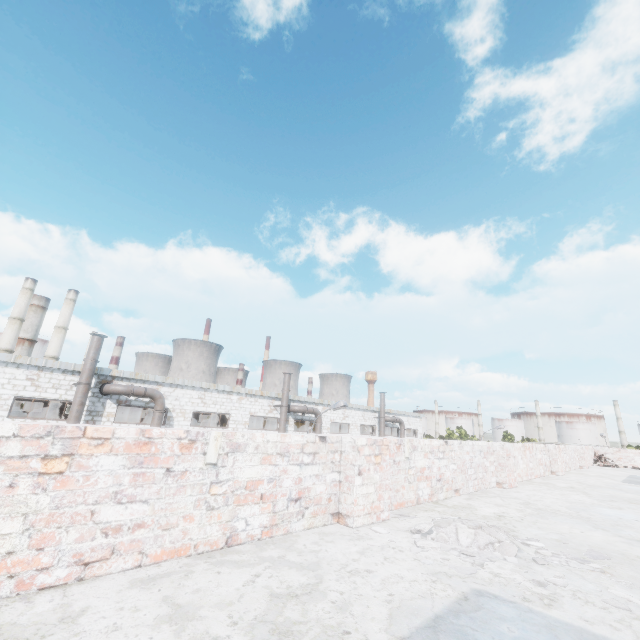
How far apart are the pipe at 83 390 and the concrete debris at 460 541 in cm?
1880

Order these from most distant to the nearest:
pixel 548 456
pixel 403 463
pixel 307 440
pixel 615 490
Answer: pixel 548 456 < pixel 615 490 < pixel 403 463 < pixel 307 440

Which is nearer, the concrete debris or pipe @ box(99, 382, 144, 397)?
the concrete debris

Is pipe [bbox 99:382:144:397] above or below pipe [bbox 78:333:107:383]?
below

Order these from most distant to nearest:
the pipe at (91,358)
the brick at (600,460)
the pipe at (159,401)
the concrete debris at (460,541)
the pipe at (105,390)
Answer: the pipe at (159,401), the pipe at (105,390), the pipe at (91,358), the brick at (600,460), the concrete debris at (460,541)

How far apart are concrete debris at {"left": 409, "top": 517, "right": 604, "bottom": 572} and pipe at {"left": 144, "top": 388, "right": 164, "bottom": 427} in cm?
1895

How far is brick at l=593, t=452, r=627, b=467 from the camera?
13.85m

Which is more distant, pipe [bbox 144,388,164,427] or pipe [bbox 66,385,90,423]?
pipe [bbox 144,388,164,427]
